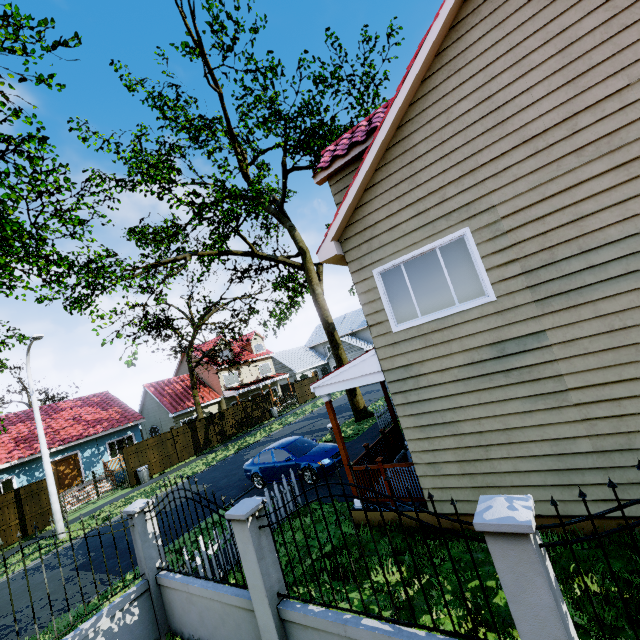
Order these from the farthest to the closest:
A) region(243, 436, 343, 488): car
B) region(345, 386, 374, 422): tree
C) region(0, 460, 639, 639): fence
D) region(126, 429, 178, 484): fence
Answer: region(126, 429, 178, 484): fence < region(345, 386, 374, 422): tree < region(243, 436, 343, 488): car < region(0, 460, 639, 639): fence

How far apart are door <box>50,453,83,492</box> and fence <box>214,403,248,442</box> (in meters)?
8.99

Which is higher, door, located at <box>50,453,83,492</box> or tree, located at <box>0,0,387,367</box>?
tree, located at <box>0,0,387,367</box>

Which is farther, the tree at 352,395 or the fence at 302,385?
the fence at 302,385

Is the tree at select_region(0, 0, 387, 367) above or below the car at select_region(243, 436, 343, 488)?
above

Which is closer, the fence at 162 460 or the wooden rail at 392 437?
the wooden rail at 392 437

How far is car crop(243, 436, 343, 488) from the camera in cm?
1120

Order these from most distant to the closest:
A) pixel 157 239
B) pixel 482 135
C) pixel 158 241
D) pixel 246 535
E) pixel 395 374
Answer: pixel 157 239, pixel 158 241, pixel 395 374, pixel 482 135, pixel 246 535
